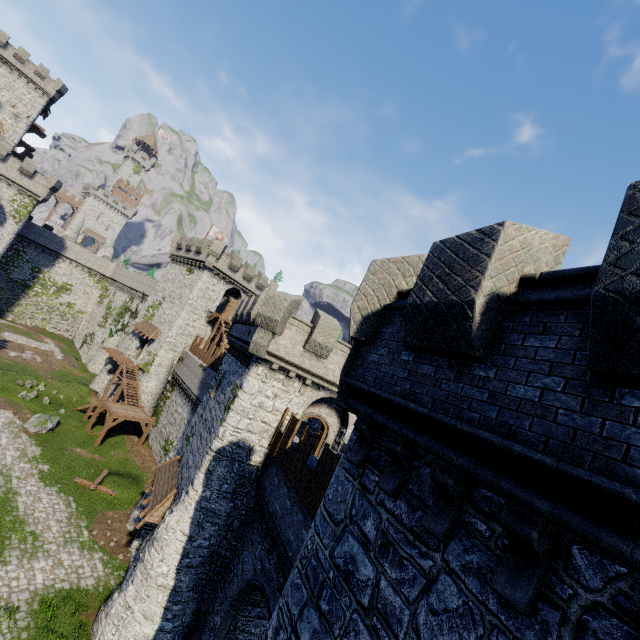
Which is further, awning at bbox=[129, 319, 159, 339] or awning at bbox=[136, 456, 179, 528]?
awning at bbox=[129, 319, 159, 339]

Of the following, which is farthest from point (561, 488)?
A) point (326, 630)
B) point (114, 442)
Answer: point (114, 442)

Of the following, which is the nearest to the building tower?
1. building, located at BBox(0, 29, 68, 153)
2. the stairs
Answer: building, located at BBox(0, 29, 68, 153)

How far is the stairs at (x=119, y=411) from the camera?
29.5 meters

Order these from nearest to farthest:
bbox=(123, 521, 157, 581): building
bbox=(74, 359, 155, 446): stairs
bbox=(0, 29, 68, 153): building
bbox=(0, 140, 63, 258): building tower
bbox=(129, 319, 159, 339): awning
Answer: bbox=(123, 521, 157, 581): building
bbox=(74, 359, 155, 446): stairs
bbox=(129, 319, 159, 339): awning
bbox=(0, 140, 63, 258): building tower
bbox=(0, 29, 68, 153): building

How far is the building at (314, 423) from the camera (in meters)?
15.41

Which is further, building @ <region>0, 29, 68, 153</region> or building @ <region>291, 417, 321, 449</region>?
building @ <region>0, 29, 68, 153</region>

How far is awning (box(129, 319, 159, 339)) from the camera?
37.7 meters
